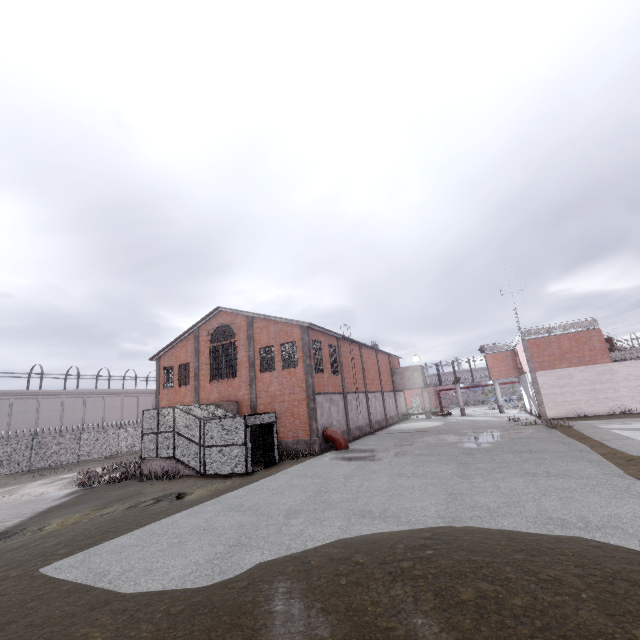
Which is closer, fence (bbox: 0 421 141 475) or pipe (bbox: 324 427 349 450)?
pipe (bbox: 324 427 349 450)

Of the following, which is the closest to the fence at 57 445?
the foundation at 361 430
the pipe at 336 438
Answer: the foundation at 361 430

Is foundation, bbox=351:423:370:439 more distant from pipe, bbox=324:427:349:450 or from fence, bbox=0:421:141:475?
fence, bbox=0:421:141:475

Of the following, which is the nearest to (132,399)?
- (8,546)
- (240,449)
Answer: (240,449)

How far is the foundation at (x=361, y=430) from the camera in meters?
27.9

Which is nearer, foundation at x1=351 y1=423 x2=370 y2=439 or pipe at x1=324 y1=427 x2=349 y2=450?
pipe at x1=324 y1=427 x2=349 y2=450
